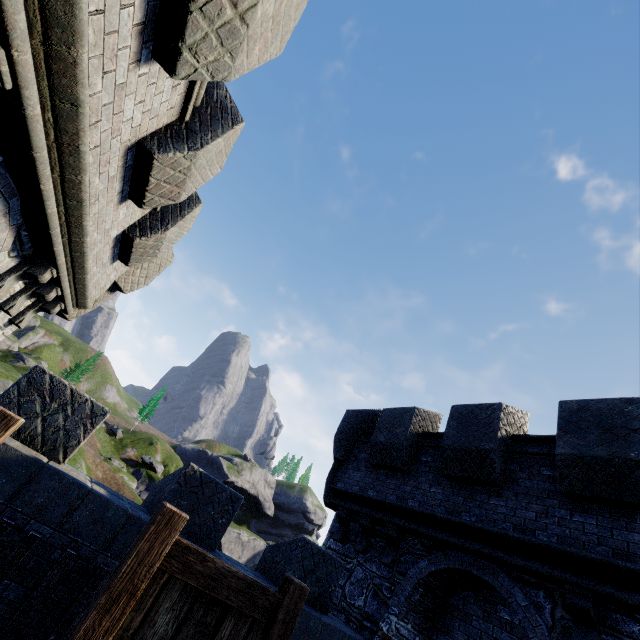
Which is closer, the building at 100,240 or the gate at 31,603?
the building at 100,240

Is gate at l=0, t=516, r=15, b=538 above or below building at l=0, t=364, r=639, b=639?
below

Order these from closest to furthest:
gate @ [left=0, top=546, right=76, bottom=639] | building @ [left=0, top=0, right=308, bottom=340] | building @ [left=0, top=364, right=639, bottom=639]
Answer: building @ [left=0, top=0, right=308, bottom=340] < gate @ [left=0, top=546, right=76, bottom=639] < building @ [left=0, top=364, right=639, bottom=639]

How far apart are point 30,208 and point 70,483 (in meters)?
3.74

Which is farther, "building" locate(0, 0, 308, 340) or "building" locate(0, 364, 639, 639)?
"building" locate(0, 364, 639, 639)

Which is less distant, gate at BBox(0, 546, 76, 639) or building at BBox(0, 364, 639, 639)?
gate at BBox(0, 546, 76, 639)
